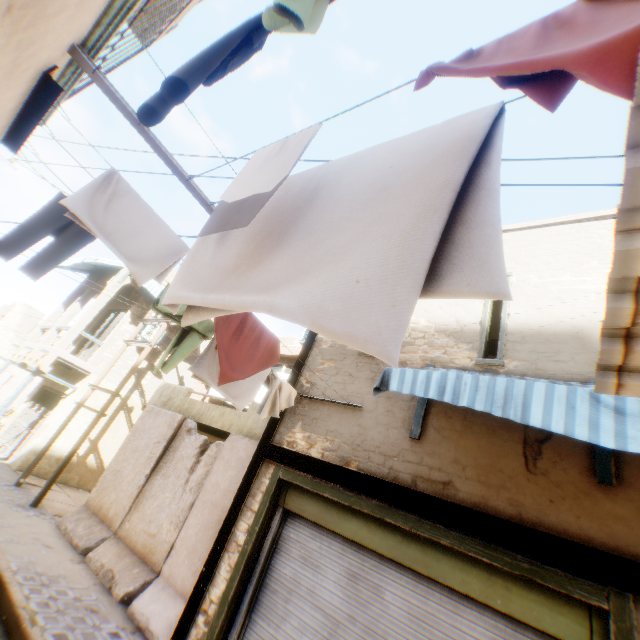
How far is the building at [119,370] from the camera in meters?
13.5 m

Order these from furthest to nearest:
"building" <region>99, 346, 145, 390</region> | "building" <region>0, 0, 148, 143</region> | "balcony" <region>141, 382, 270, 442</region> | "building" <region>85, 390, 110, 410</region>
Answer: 1. "building" <region>99, 346, 145, 390</region>
2. "building" <region>85, 390, 110, 410</region>
3. "balcony" <region>141, 382, 270, 442</region>
4. "building" <region>0, 0, 148, 143</region>

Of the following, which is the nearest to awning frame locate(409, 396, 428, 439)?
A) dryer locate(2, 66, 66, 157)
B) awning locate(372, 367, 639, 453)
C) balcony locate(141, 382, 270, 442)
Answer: awning locate(372, 367, 639, 453)

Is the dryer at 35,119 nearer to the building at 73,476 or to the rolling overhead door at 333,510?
the building at 73,476

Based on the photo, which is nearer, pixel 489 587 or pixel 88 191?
pixel 88 191

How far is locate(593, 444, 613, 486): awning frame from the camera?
3.31m

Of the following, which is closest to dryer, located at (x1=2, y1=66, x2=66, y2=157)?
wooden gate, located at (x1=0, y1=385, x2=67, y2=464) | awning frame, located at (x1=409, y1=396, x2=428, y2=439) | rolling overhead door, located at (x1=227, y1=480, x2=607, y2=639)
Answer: awning frame, located at (x1=409, y1=396, x2=428, y2=439)

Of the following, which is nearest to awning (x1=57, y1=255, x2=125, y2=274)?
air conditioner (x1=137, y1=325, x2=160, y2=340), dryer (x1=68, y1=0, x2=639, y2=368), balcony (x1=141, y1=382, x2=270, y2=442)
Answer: air conditioner (x1=137, y1=325, x2=160, y2=340)
